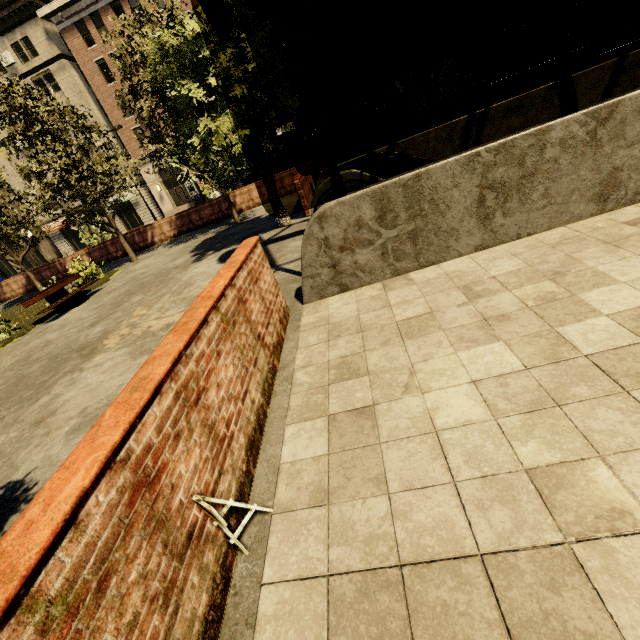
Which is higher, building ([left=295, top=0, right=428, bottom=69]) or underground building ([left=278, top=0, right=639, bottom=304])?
building ([left=295, top=0, right=428, bottom=69])

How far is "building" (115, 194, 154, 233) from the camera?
37.7 meters

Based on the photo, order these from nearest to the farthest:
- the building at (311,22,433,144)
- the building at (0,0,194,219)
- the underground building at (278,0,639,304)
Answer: the underground building at (278,0,639,304), the building at (0,0,194,219), the building at (311,22,433,144)

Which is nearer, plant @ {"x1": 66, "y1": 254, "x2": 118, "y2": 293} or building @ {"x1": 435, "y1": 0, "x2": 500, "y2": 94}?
plant @ {"x1": 66, "y1": 254, "x2": 118, "y2": 293}

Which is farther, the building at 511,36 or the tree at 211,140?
the building at 511,36

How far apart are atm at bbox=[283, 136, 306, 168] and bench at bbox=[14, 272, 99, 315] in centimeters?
1114cm

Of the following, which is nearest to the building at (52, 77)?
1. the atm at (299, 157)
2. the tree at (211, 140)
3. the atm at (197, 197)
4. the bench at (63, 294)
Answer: the atm at (197, 197)

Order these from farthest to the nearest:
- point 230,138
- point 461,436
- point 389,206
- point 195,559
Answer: point 230,138
point 389,206
point 461,436
point 195,559
